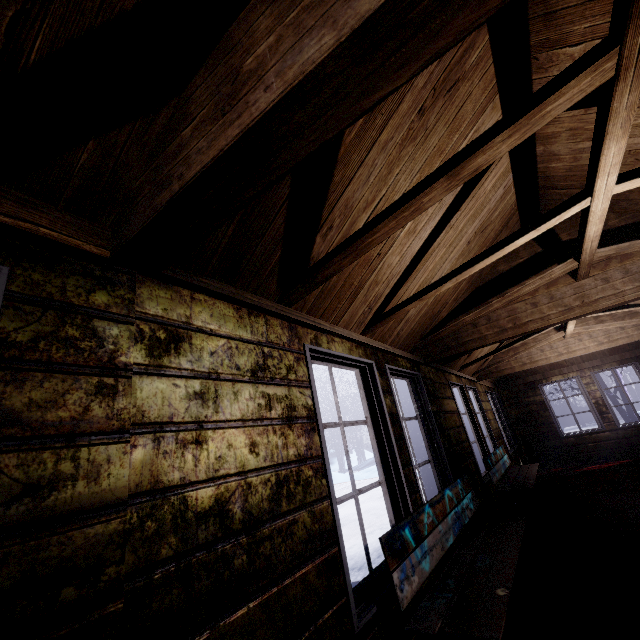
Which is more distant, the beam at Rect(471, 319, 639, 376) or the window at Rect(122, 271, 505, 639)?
the beam at Rect(471, 319, 639, 376)

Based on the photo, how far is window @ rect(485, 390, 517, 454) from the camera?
6.7m

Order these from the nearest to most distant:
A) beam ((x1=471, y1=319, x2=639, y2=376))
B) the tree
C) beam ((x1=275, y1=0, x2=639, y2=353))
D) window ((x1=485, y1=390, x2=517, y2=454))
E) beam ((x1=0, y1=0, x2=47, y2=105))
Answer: beam ((x1=0, y1=0, x2=47, y2=105)) → beam ((x1=275, y1=0, x2=639, y2=353)) → beam ((x1=471, y1=319, x2=639, y2=376)) → window ((x1=485, y1=390, x2=517, y2=454)) → the tree

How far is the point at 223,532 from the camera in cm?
104

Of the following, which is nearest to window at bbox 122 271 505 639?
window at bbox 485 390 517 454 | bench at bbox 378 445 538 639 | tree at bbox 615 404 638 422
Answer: bench at bbox 378 445 538 639

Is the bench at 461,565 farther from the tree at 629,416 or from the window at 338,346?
the tree at 629,416

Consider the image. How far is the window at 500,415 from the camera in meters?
6.7 m

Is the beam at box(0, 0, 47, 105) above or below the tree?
above
